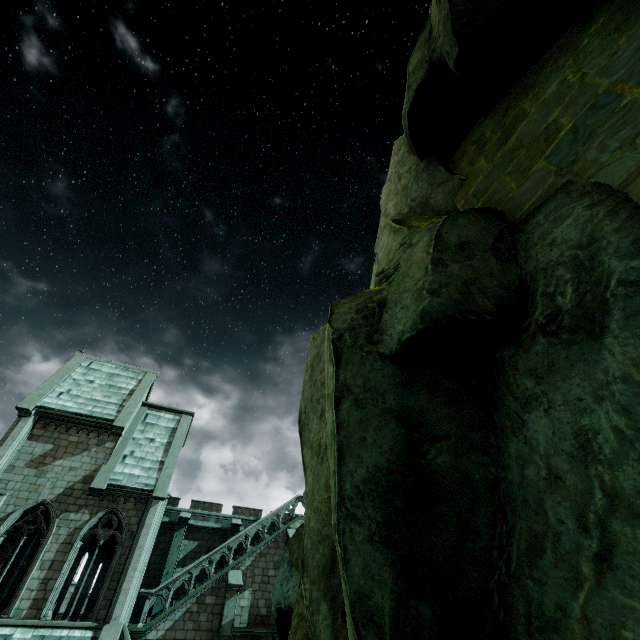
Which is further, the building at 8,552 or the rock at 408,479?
the building at 8,552

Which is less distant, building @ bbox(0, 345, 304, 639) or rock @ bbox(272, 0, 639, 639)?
rock @ bbox(272, 0, 639, 639)

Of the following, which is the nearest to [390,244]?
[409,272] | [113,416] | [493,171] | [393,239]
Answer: [393,239]
